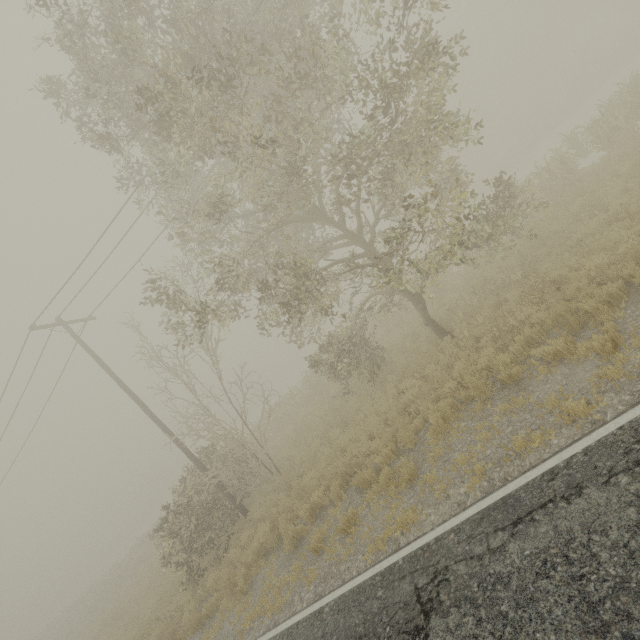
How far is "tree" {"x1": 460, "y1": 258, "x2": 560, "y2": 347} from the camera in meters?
8.1 m

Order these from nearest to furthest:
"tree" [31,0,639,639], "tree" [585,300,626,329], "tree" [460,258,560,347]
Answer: "tree" [585,300,626,329] < "tree" [31,0,639,639] < "tree" [460,258,560,347]

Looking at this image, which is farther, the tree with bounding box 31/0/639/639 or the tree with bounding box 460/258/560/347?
the tree with bounding box 460/258/560/347

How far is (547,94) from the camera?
36.8 meters

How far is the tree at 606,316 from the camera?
6.00m

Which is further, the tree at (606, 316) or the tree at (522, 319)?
the tree at (522, 319)
